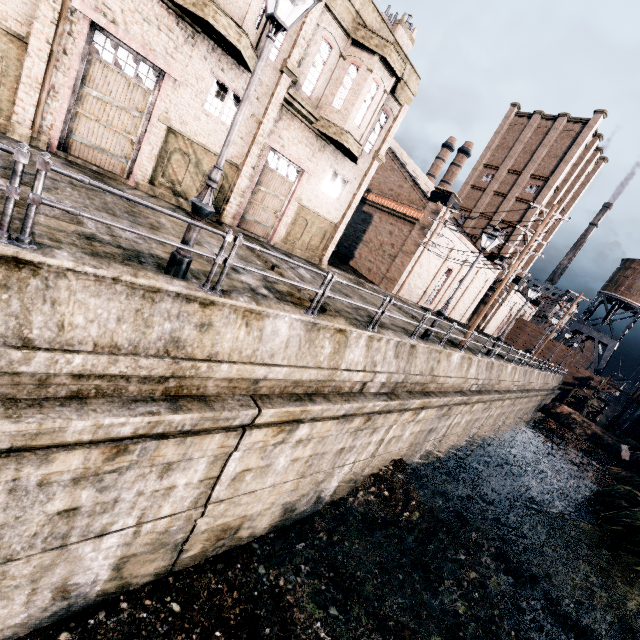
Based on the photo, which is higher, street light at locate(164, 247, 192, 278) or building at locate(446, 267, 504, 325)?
building at locate(446, 267, 504, 325)

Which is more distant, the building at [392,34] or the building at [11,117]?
A: the building at [392,34]

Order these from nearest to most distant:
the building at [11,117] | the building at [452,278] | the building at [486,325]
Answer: the building at [11,117]
the building at [452,278]
the building at [486,325]

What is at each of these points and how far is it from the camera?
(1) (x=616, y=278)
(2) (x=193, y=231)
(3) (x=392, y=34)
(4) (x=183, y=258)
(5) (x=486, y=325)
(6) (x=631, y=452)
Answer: (1) water tower, 55.31m
(2) street light, 6.32m
(3) building, 16.75m
(4) street light, 6.40m
(5) building, 52.50m
(6) building, 28.91m

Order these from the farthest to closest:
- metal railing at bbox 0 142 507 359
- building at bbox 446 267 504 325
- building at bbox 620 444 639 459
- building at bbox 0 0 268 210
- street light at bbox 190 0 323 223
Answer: building at bbox 446 267 504 325
building at bbox 620 444 639 459
building at bbox 0 0 268 210
street light at bbox 190 0 323 223
metal railing at bbox 0 142 507 359

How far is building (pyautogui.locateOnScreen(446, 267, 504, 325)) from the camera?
40.2 meters

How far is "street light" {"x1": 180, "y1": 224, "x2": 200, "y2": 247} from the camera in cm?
630

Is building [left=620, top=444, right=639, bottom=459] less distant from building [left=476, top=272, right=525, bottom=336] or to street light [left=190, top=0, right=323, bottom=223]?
building [left=476, top=272, right=525, bottom=336]
